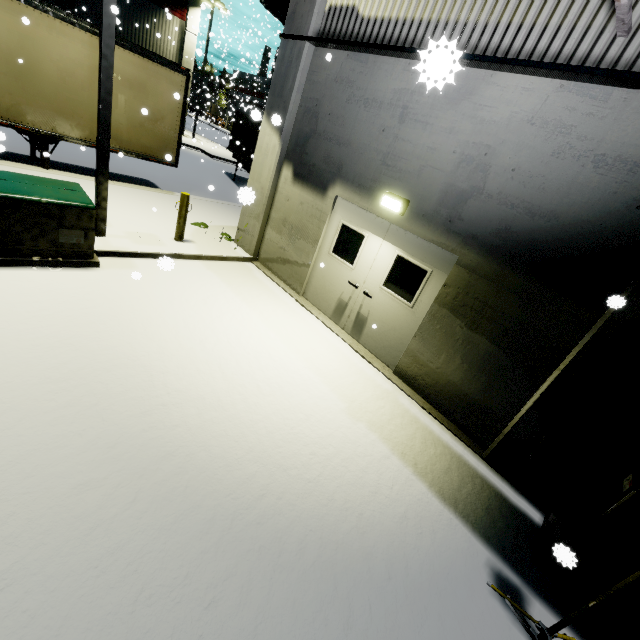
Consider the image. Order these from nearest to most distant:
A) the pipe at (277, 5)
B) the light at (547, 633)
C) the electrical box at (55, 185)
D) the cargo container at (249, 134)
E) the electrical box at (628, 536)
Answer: the light at (547, 633)
the electrical box at (628, 536)
the electrical box at (55, 185)
the pipe at (277, 5)
the cargo container at (249, 134)

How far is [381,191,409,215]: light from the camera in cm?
564

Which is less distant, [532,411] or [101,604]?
[101,604]

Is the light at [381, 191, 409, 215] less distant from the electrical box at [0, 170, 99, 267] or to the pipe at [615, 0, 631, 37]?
the pipe at [615, 0, 631, 37]

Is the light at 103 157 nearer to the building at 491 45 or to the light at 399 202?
the building at 491 45

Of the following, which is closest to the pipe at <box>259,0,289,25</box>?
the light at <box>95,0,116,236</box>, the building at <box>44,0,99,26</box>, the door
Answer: the building at <box>44,0,99,26</box>

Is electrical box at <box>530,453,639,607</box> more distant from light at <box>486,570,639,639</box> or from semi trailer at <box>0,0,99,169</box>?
semi trailer at <box>0,0,99,169</box>

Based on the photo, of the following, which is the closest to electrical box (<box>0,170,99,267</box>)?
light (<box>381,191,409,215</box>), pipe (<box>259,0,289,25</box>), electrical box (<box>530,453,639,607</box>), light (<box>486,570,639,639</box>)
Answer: pipe (<box>259,0,289,25</box>)
